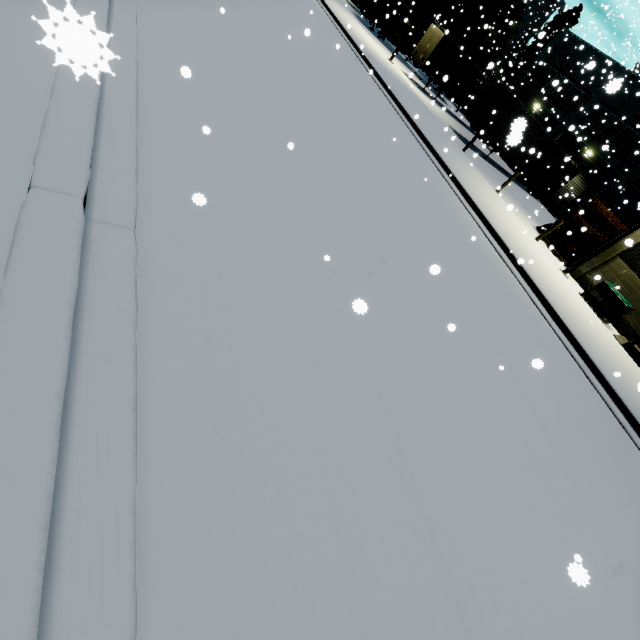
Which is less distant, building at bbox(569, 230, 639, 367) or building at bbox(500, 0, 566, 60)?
building at bbox(569, 230, 639, 367)

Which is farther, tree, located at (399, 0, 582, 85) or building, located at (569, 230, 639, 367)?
tree, located at (399, 0, 582, 85)

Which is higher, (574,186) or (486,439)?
(574,186)

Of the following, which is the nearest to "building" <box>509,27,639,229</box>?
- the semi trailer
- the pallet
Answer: the pallet

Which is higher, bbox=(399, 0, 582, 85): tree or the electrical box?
bbox=(399, 0, 582, 85): tree

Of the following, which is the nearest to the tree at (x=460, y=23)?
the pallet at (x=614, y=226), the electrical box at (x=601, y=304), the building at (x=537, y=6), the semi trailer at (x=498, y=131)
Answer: the electrical box at (x=601, y=304)

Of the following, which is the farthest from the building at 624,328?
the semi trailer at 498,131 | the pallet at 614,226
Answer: the semi trailer at 498,131

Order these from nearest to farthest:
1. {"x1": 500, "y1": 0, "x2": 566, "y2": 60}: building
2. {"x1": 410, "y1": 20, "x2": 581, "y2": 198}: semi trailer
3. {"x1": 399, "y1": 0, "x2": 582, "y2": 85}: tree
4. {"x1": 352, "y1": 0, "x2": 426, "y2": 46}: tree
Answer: {"x1": 410, "y1": 20, "x2": 581, "y2": 198}: semi trailer → {"x1": 399, "y1": 0, "x2": 582, "y2": 85}: tree → {"x1": 352, "y1": 0, "x2": 426, "y2": 46}: tree → {"x1": 500, "y1": 0, "x2": 566, "y2": 60}: building
